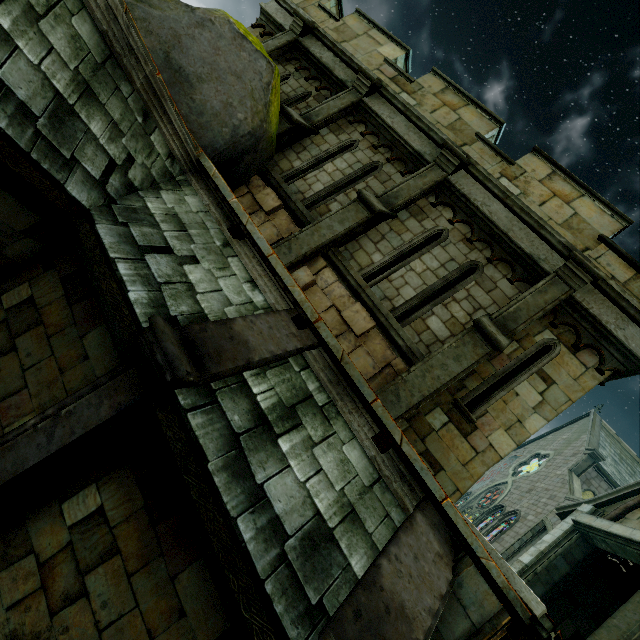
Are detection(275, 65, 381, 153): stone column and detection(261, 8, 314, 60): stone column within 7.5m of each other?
yes

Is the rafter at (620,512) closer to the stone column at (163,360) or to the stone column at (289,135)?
the stone column at (163,360)

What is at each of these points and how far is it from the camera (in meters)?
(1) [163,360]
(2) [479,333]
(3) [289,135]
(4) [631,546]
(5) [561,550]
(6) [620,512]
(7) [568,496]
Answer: (1) stone column, 2.90
(2) stone column, 5.57
(3) stone column, 7.88
(4) stone beam, 7.77
(5) stone column, 9.37
(6) rafter, 9.09
(7) building, 20.17

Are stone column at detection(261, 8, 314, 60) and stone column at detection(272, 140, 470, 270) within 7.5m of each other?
yes

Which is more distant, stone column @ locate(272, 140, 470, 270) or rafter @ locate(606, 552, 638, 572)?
rafter @ locate(606, 552, 638, 572)

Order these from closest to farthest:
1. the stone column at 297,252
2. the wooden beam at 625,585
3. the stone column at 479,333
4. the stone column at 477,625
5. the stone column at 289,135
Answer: the stone column at 477,625 < the stone column at 479,333 < the stone column at 297,252 < the stone column at 289,135 < the wooden beam at 625,585

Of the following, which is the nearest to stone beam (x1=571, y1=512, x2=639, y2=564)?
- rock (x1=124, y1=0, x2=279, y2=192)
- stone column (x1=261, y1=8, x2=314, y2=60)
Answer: rock (x1=124, y1=0, x2=279, y2=192)

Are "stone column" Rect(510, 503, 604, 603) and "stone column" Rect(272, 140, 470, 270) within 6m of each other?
no
